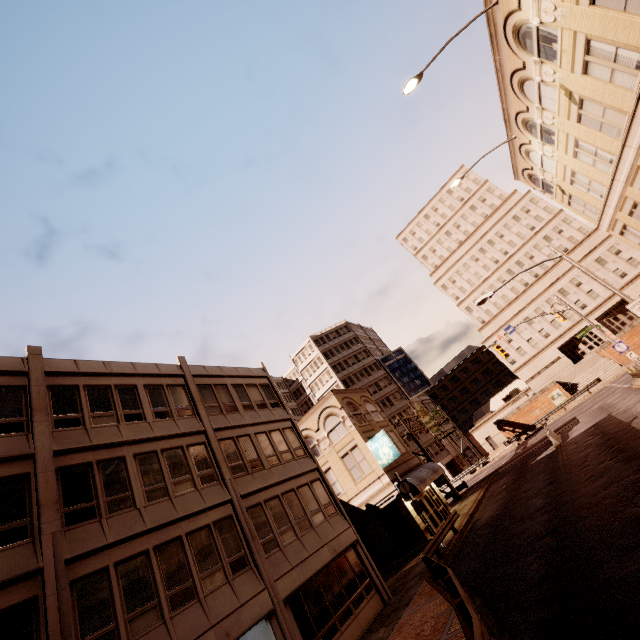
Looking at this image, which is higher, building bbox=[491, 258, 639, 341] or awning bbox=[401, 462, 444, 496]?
building bbox=[491, 258, 639, 341]

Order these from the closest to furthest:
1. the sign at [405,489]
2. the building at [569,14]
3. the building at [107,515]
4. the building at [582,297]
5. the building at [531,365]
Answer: the building at [107,515] < the building at [569,14] < the sign at [405,489] < the building at [582,297] < the building at [531,365]

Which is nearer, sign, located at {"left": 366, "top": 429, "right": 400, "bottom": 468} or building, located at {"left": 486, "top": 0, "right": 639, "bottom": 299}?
building, located at {"left": 486, "top": 0, "right": 639, "bottom": 299}

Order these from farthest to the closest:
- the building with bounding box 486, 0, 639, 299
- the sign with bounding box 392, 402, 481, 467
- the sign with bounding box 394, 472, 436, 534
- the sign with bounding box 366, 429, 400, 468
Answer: the sign with bounding box 392, 402, 481, 467 < the sign with bounding box 366, 429, 400, 468 < the sign with bounding box 394, 472, 436, 534 < the building with bounding box 486, 0, 639, 299

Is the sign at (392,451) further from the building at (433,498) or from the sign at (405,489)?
the building at (433,498)

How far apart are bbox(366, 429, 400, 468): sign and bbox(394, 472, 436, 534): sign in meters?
3.5

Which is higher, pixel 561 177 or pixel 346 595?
pixel 561 177

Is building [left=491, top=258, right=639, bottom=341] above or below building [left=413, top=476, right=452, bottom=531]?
above
